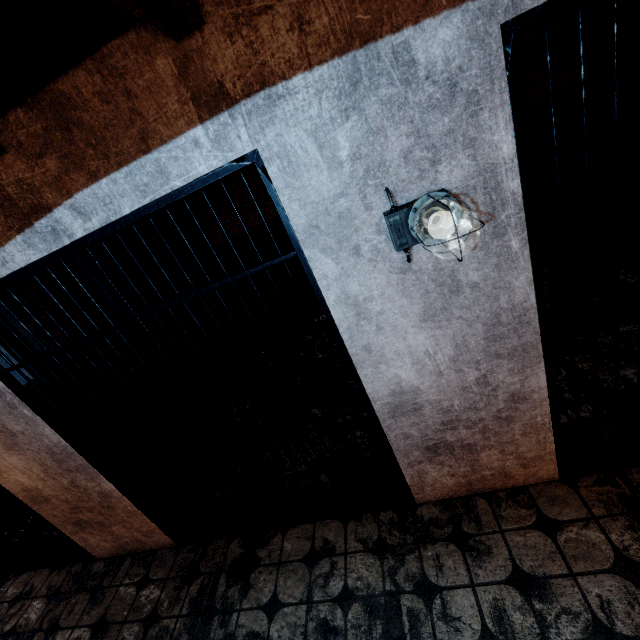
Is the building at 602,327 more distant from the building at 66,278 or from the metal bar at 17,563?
the metal bar at 17,563

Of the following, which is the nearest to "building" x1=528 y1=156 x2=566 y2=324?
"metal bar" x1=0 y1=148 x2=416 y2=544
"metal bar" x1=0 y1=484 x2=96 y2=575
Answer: "metal bar" x1=0 y1=148 x2=416 y2=544

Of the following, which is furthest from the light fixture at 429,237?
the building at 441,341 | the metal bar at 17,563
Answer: the metal bar at 17,563

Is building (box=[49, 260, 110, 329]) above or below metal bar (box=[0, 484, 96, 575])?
above

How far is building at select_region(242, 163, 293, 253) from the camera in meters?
4.6 m

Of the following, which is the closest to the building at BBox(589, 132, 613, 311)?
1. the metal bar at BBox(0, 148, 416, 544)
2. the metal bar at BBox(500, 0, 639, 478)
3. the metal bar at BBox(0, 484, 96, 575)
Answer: the metal bar at BBox(500, 0, 639, 478)

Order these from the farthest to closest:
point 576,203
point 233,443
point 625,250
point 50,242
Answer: point 576,203 → point 625,250 → point 233,443 → point 50,242
